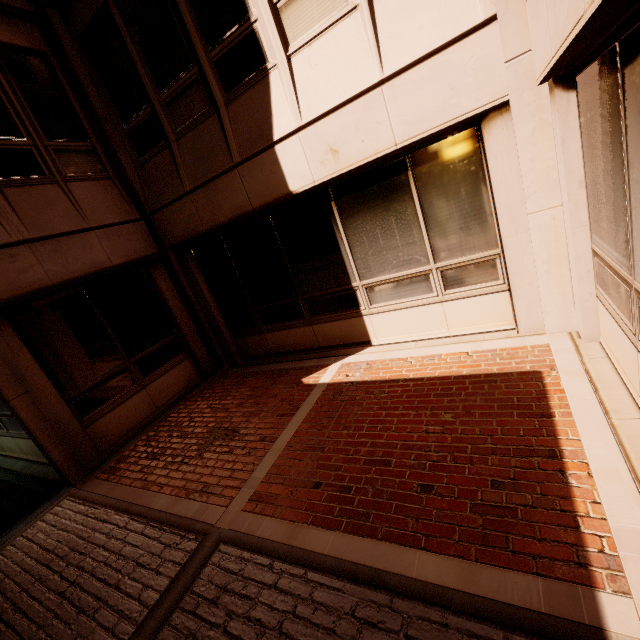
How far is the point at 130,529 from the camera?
3.8m
